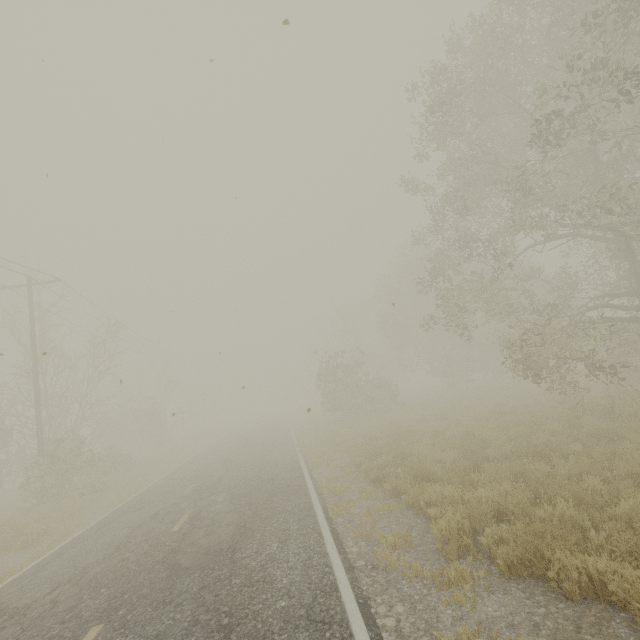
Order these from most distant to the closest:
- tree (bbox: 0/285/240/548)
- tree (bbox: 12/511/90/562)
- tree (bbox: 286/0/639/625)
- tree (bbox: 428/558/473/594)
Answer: tree (bbox: 0/285/240/548) → tree (bbox: 12/511/90/562) → tree (bbox: 286/0/639/625) → tree (bbox: 428/558/473/594)

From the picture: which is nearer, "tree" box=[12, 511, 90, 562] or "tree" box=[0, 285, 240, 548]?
"tree" box=[12, 511, 90, 562]

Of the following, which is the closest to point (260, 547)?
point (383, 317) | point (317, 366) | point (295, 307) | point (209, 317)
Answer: point (209, 317)

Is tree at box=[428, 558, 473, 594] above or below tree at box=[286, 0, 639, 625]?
below

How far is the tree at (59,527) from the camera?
8.9 meters

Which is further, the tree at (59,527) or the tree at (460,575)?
the tree at (59,527)

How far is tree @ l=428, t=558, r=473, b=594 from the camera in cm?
441
